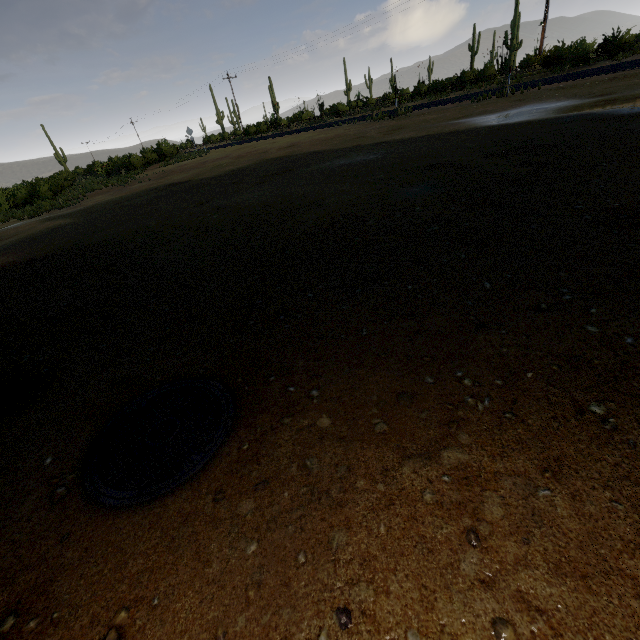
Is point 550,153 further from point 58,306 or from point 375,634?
point 58,306
